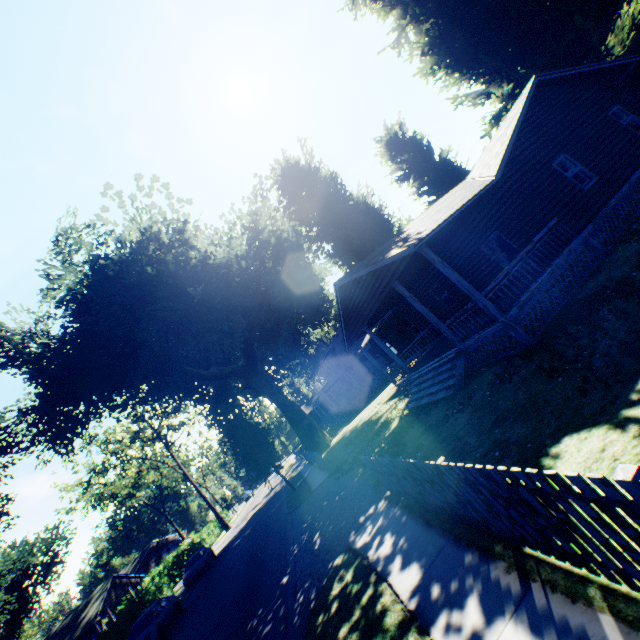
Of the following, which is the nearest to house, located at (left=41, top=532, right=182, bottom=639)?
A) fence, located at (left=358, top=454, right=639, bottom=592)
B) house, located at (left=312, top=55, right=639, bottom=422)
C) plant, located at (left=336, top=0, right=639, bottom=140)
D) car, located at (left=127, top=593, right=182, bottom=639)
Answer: plant, located at (left=336, top=0, right=639, bottom=140)

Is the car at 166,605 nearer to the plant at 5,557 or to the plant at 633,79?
the plant at 633,79

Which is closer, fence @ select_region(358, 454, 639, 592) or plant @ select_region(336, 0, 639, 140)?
fence @ select_region(358, 454, 639, 592)

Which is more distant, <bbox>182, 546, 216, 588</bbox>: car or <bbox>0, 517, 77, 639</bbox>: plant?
<bbox>0, 517, 77, 639</bbox>: plant

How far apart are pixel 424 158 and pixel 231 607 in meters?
32.0 m

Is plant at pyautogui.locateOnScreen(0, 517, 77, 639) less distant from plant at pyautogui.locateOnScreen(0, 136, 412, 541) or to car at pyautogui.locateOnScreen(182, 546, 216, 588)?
plant at pyautogui.locateOnScreen(0, 136, 412, 541)

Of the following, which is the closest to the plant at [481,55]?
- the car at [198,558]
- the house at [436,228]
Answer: the house at [436,228]

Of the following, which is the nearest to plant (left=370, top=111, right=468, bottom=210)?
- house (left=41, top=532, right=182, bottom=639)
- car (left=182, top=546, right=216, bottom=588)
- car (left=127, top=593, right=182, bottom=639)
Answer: house (left=41, top=532, right=182, bottom=639)
